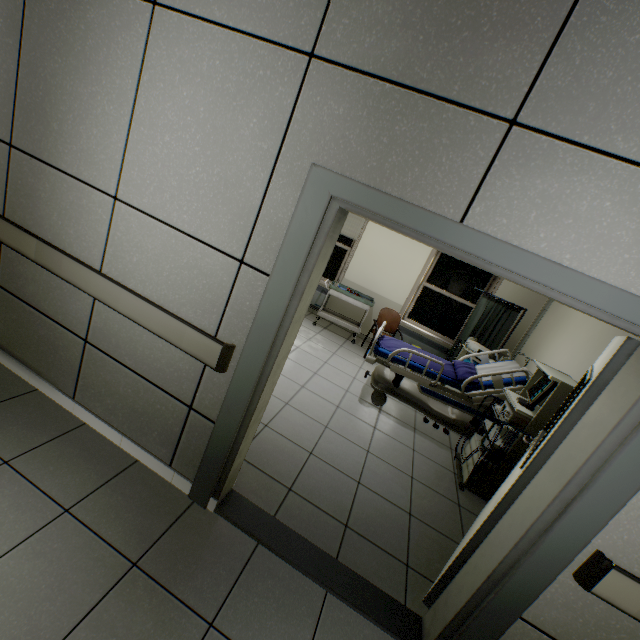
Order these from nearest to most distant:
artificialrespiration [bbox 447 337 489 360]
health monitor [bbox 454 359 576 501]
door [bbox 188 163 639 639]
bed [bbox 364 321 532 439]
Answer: door [bbox 188 163 639 639] < health monitor [bbox 454 359 576 501] < bed [bbox 364 321 532 439] < artificialrespiration [bbox 447 337 489 360]

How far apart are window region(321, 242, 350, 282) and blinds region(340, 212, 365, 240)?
0.26m

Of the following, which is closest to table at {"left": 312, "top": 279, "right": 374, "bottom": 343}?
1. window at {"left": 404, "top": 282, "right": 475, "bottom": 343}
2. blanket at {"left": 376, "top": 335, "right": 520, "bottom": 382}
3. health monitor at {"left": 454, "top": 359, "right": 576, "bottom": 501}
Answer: window at {"left": 404, "top": 282, "right": 475, "bottom": 343}

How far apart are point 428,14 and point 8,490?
3.09m

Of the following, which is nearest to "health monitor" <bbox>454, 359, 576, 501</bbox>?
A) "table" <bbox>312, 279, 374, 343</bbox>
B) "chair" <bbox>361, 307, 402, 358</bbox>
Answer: "chair" <bbox>361, 307, 402, 358</bbox>

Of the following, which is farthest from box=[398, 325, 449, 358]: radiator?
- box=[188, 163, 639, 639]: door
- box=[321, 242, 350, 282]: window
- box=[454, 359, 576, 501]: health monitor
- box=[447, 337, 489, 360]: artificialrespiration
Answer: box=[188, 163, 639, 639]: door

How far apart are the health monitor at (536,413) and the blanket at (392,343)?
0.2 meters

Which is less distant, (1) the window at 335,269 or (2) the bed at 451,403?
(2) the bed at 451,403
